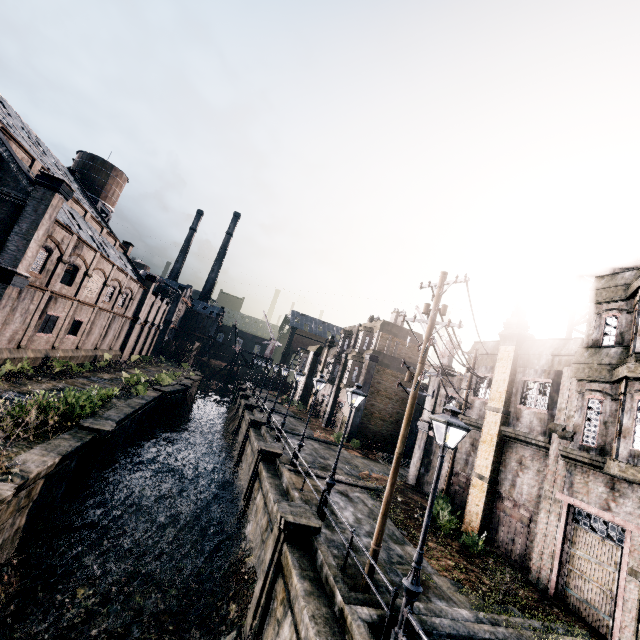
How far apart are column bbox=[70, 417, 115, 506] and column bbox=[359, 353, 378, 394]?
22.1 meters

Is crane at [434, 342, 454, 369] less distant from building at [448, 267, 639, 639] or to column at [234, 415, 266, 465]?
building at [448, 267, 639, 639]

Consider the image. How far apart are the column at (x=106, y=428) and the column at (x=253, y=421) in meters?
12.5 m

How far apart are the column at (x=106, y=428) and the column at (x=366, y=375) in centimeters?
2209cm

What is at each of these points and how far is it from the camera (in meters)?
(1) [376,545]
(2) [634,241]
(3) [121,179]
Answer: (1) electric pole, 9.66
(2) crane, 17.00
(3) water tower, 50.03

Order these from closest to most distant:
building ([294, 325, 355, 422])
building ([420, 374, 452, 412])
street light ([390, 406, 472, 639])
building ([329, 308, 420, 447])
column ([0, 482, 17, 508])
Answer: street light ([390, 406, 472, 639]), column ([0, 482, 17, 508]), building ([420, 374, 452, 412]), building ([329, 308, 420, 447]), building ([294, 325, 355, 422])

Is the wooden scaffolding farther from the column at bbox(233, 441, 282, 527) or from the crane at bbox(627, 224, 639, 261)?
the column at bbox(233, 441, 282, 527)

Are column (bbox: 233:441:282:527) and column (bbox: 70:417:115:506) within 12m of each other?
yes
